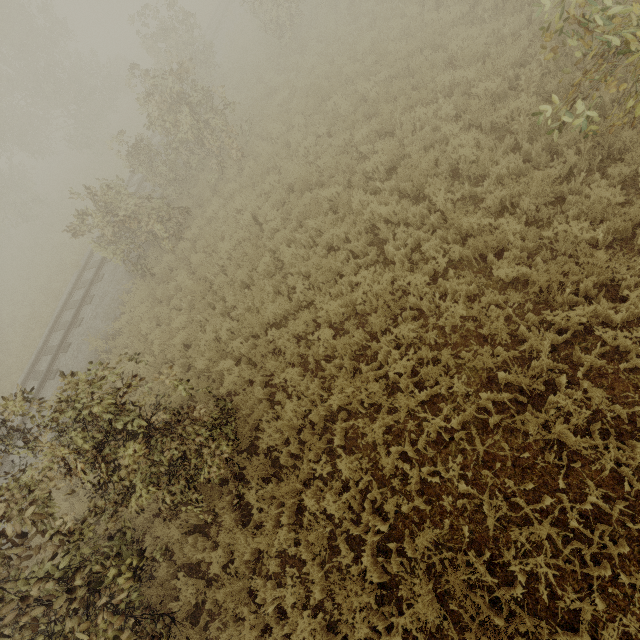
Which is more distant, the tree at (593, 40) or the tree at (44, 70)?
the tree at (44, 70)

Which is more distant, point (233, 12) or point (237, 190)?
→ point (233, 12)

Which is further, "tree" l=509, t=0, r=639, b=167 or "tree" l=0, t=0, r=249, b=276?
"tree" l=0, t=0, r=249, b=276
